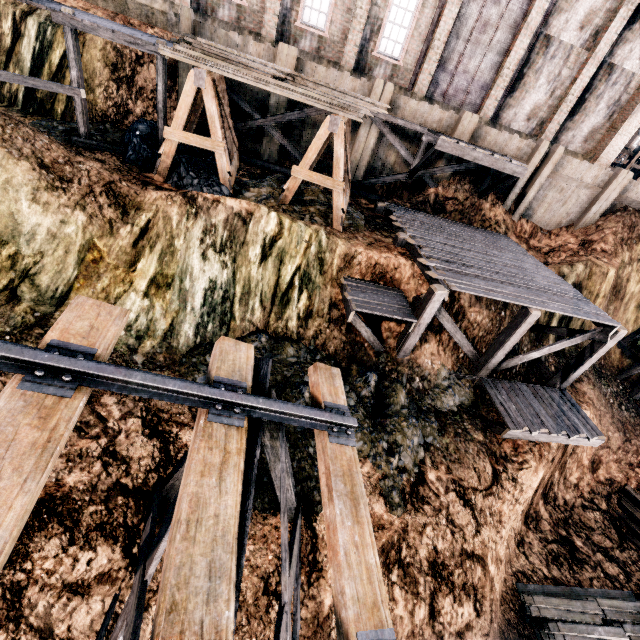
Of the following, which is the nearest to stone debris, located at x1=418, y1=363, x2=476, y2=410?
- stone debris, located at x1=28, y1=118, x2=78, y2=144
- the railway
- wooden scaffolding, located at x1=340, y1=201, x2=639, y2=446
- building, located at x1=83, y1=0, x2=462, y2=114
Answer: wooden scaffolding, located at x1=340, y1=201, x2=639, y2=446

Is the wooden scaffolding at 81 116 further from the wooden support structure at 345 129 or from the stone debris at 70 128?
the wooden support structure at 345 129

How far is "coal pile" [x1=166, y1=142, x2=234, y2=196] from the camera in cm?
1261

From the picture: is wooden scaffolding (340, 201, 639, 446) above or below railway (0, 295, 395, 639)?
below

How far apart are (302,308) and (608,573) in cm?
1819

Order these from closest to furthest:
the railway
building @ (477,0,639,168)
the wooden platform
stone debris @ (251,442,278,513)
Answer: the railway < stone debris @ (251,442,278,513) < the wooden platform < building @ (477,0,639,168)

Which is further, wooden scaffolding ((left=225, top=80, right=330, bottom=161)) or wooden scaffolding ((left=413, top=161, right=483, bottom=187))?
wooden scaffolding ((left=413, top=161, right=483, bottom=187))

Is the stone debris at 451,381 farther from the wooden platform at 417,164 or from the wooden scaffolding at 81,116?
the wooden platform at 417,164
